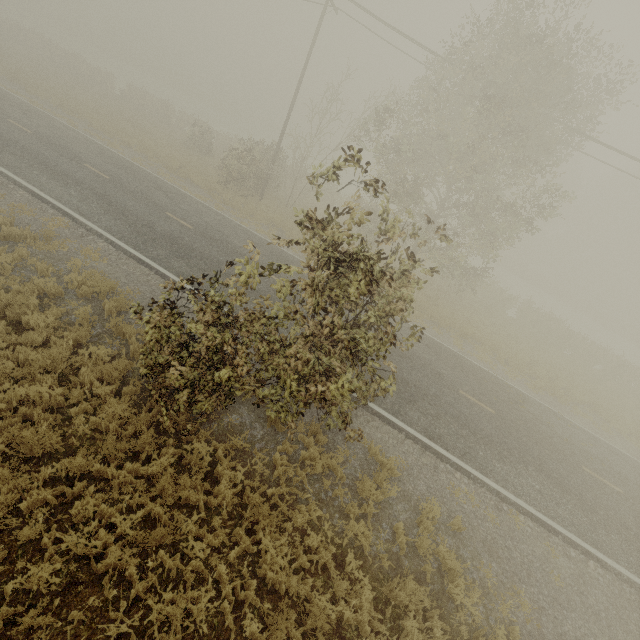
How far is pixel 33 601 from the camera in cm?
442
